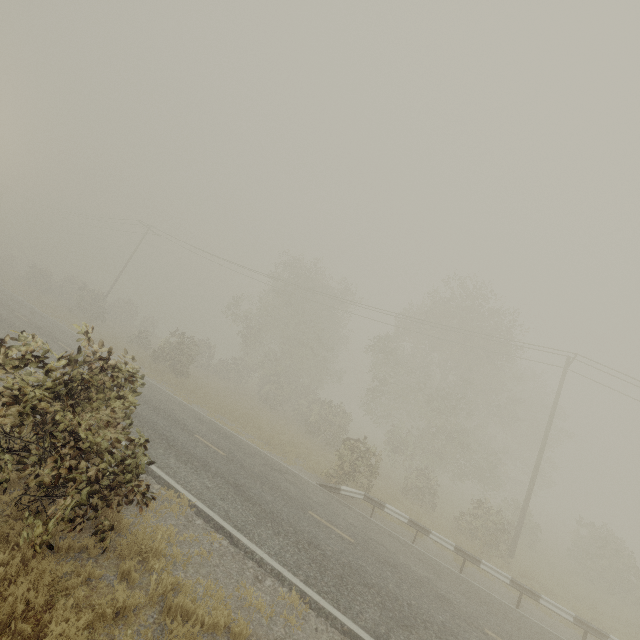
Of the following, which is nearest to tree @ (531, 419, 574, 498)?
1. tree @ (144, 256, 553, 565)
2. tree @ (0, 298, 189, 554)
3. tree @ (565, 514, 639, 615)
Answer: tree @ (144, 256, 553, 565)

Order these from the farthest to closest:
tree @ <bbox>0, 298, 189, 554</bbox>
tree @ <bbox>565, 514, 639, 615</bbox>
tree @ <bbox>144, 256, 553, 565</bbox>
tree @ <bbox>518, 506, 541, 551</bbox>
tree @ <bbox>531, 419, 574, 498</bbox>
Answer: tree @ <bbox>531, 419, 574, 498</bbox> < tree @ <bbox>518, 506, 541, 551</bbox> < tree @ <bbox>144, 256, 553, 565</bbox> < tree @ <bbox>565, 514, 639, 615</bbox> < tree @ <bbox>0, 298, 189, 554</bbox>

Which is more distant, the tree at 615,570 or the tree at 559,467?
the tree at 559,467

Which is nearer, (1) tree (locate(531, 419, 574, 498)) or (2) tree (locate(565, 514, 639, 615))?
(2) tree (locate(565, 514, 639, 615))

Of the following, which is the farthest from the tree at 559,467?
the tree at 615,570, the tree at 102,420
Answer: the tree at 102,420

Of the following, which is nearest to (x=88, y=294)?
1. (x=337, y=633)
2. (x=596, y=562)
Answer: (x=337, y=633)

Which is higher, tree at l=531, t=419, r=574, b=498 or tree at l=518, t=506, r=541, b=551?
tree at l=531, t=419, r=574, b=498
